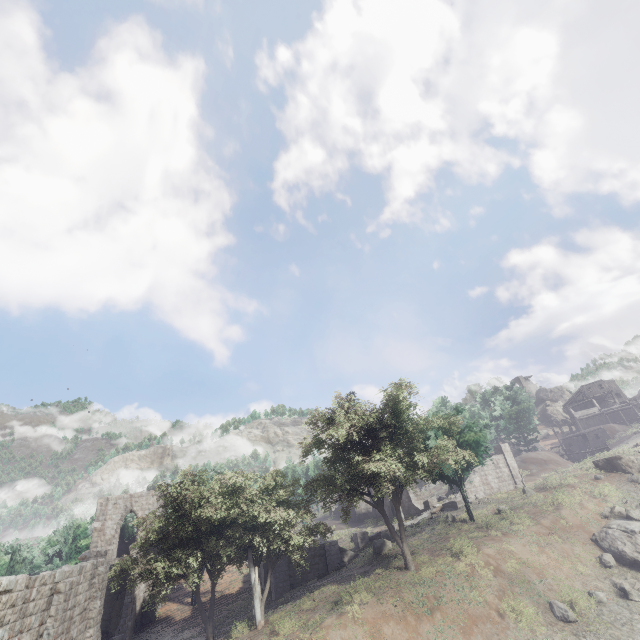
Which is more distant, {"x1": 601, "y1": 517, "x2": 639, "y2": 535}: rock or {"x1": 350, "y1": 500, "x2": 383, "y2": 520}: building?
{"x1": 350, "y1": 500, "x2": 383, "y2": 520}: building

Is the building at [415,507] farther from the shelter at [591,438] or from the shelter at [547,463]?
the shelter at [591,438]

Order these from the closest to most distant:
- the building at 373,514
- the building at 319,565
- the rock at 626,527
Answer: the rock at 626,527, the building at 319,565, the building at 373,514

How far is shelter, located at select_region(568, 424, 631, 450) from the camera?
53.78m

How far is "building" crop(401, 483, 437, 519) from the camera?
38.8m

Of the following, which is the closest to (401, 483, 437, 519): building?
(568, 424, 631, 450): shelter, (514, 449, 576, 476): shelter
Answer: (514, 449, 576, 476): shelter

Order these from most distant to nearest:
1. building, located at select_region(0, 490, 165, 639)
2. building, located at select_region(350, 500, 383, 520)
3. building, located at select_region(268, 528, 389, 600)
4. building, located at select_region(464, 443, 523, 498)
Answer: building, located at select_region(350, 500, 383, 520) → building, located at select_region(464, 443, 523, 498) → building, located at select_region(268, 528, 389, 600) → building, located at select_region(0, 490, 165, 639)

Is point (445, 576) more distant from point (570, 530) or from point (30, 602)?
point (30, 602)
